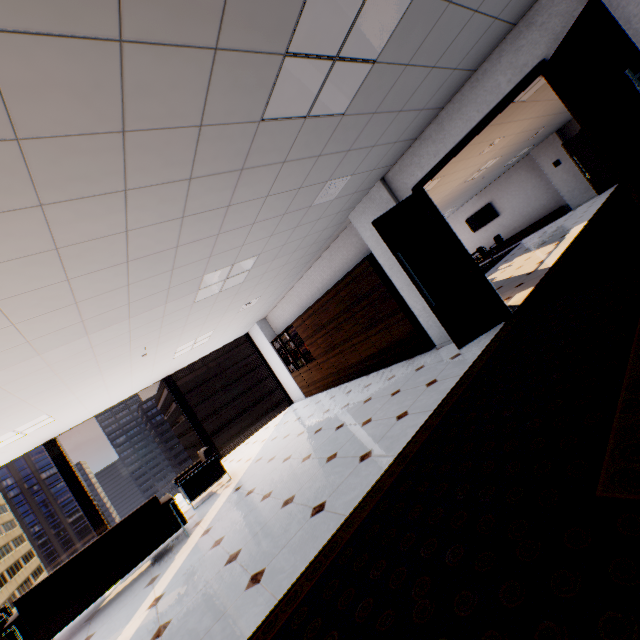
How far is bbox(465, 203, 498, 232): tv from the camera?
15.53m

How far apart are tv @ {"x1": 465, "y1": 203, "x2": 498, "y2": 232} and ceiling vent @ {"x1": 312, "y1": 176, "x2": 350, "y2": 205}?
13.8 meters

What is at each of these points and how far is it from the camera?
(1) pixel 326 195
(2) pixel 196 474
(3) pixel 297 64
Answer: (1) ceiling vent, 4.55m
(2) chair, 6.14m
(3) light, 2.20m

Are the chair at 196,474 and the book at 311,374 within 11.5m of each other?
yes

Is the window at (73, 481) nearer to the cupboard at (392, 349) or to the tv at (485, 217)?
the cupboard at (392, 349)

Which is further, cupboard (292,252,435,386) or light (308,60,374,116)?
cupboard (292,252,435,386)

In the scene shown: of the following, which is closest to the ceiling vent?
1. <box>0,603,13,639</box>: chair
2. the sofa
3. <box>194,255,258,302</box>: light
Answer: <box>194,255,258,302</box>: light

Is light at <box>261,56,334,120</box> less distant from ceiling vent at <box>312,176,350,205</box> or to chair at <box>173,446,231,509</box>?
ceiling vent at <box>312,176,350,205</box>
